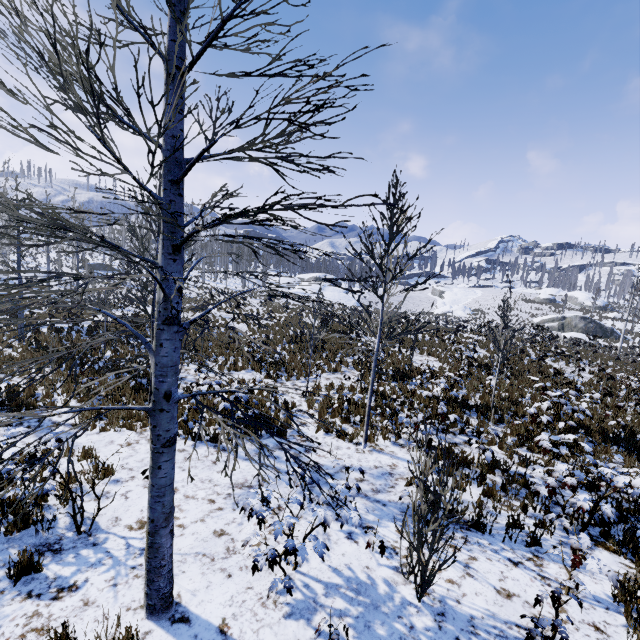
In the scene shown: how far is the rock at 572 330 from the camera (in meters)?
42.51

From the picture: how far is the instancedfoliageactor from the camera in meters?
4.2

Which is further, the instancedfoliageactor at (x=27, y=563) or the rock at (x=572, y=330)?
the rock at (x=572, y=330)

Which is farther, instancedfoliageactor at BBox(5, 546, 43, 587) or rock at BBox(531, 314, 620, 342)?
A: rock at BBox(531, 314, 620, 342)

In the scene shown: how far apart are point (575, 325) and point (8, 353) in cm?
5898

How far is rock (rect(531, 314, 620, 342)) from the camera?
42.5m
